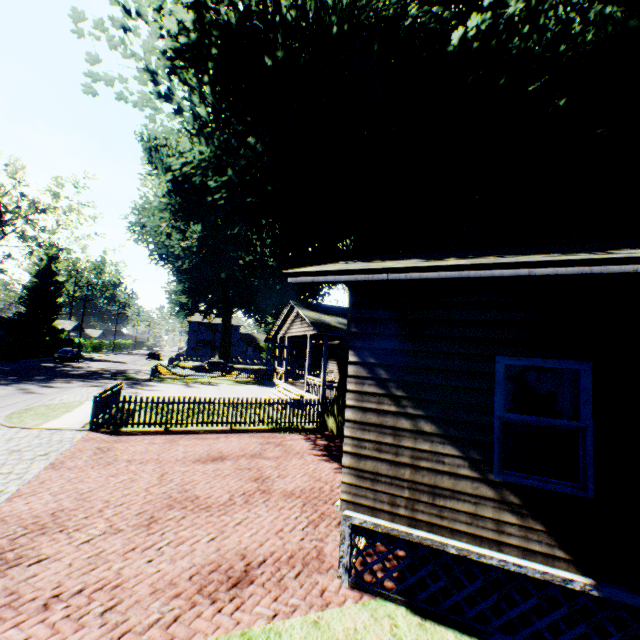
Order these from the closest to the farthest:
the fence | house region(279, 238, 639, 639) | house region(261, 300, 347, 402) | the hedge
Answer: house region(279, 238, 639, 639)
the fence
house region(261, 300, 347, 402)
the hedge

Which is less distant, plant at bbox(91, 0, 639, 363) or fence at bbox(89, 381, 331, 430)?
plant at bbox(91, 0, 639, 363)

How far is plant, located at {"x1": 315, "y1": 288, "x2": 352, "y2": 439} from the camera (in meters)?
13.28

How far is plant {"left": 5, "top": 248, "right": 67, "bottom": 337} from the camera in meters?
50.3

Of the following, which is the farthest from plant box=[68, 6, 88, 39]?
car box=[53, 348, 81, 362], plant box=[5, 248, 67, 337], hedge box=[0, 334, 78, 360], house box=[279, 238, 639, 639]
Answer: car box=[53, 348, 81, 362]

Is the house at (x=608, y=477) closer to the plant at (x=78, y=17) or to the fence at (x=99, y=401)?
the plant at (x=78, y=17)

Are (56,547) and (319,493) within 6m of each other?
yes

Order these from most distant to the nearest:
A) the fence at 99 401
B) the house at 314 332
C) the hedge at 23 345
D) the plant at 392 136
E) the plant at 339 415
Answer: the hedge at 23 345, the house at 314 332, the plant at 339 415, the fence at 99 401, the plant at 392 136
